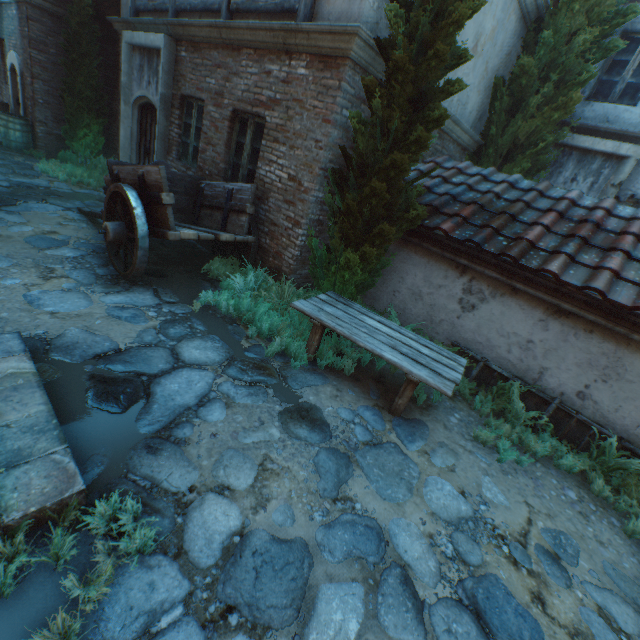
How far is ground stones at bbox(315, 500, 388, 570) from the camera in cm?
238

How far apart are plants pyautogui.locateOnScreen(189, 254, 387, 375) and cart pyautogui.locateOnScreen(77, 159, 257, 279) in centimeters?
9cm

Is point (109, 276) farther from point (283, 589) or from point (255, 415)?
point (283, 589)

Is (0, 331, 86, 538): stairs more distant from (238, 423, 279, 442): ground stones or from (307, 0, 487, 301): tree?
(307, 0, 487, 301): tree

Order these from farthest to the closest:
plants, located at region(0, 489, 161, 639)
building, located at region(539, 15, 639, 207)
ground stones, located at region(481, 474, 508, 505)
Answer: building, located at region(539, 15, 639, 207)
ground stones, located at region(481, 474, 508, 505)
plants, located at region(0, 489, 161, 639)

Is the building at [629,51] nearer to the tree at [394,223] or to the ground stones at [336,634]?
the tree at [394,223]

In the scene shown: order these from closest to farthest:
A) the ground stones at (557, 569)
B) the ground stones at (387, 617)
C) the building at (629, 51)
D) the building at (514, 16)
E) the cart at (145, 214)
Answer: the ground stones at (387, 617) → the ground stones at (557, 569) → the cart at (145, 214) → the building at (514, 16) → the building at (629, 51)
